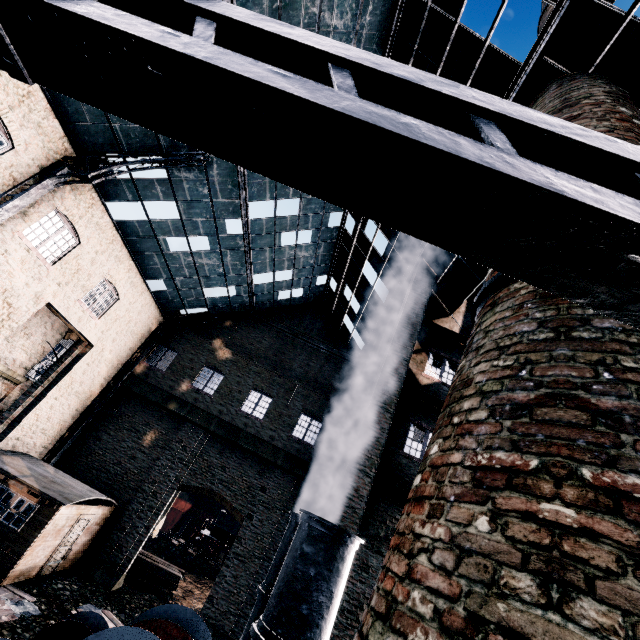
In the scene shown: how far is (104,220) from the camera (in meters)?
15.33

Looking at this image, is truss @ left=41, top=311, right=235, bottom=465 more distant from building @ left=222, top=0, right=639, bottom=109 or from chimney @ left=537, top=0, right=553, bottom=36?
chimney @ left=537, top=0, right=553, bottom=36

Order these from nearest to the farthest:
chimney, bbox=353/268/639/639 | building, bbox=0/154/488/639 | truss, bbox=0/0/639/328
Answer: truss, bbox=0/0/639/328 < chimney, bbox=353/268/639/639 < building, bbox=0/154/488/639

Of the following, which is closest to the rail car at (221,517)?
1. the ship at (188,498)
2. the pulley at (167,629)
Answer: the ship at (188,498)

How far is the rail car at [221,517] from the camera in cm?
3142

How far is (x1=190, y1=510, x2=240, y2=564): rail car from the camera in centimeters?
3142cm

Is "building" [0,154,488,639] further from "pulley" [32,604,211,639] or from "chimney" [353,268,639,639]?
"pulley" [32,604,211,639]

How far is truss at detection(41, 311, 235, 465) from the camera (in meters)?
18.61
